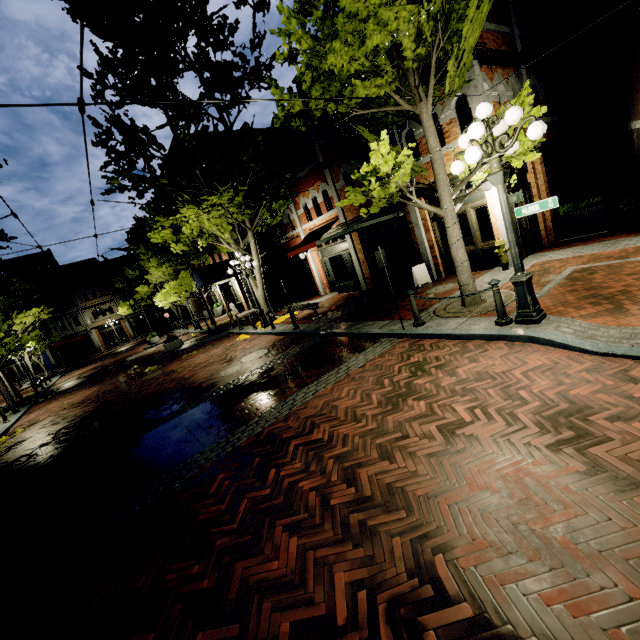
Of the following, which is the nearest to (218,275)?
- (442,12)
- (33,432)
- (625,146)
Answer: (33,432)

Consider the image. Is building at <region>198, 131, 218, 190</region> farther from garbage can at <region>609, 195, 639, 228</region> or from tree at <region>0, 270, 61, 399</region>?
garbage can at <region>609, 195, 639, 228</region>

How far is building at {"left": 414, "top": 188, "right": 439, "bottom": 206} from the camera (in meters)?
11.33

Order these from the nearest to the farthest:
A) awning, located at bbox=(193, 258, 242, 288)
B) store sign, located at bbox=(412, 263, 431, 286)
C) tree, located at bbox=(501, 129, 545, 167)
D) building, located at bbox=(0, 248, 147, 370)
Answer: tree, located at bbox=(501, 129, 545, 167) → store sign, located at bbox=(412, 263, 431, 286) → awning, located at bbox=(193, 258, 242, 288) → building, located at bbox=(0, 248, 147, 370)

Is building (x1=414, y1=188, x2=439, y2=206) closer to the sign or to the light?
the light

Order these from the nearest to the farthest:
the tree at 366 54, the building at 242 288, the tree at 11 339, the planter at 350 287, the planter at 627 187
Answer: the tree at 366 54 → the planter at 627 187 → the planter at 350 287 → the tree at 11 339 → the building at 242 288

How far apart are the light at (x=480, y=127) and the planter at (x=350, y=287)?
10.3 meters
